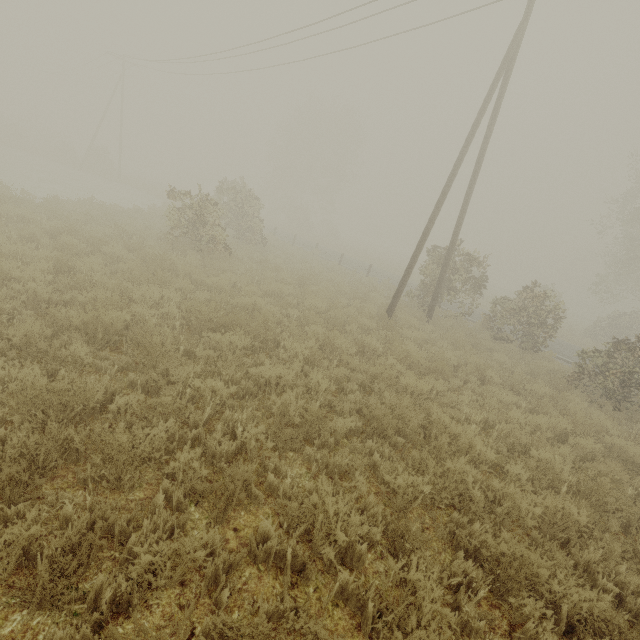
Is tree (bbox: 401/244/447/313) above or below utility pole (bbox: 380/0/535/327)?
below

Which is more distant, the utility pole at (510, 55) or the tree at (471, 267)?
the tree at (471, 267)

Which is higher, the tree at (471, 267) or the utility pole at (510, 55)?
the utility pole at (510, 55)

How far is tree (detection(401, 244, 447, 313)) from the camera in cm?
1480

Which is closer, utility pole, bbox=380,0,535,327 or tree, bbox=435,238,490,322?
utility pole, bbox=380,0,535,327

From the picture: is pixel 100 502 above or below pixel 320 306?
below
